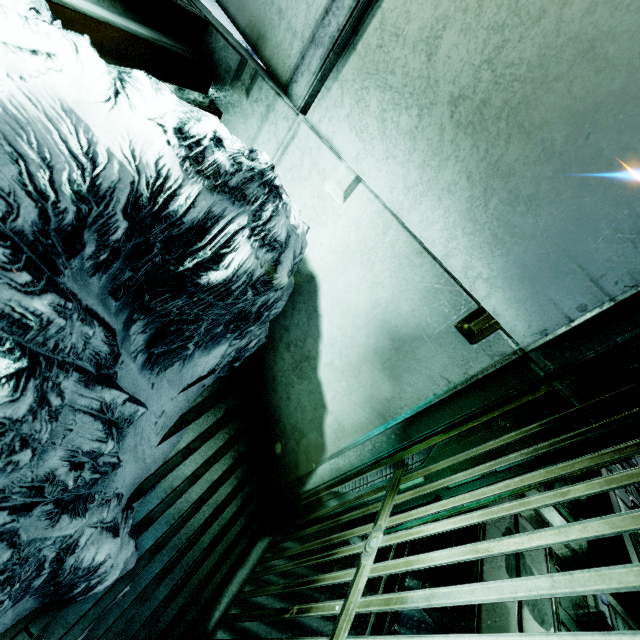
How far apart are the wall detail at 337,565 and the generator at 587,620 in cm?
399

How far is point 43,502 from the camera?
0.9m

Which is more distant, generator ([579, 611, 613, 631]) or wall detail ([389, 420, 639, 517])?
generator ([579, 611, 613, 631])

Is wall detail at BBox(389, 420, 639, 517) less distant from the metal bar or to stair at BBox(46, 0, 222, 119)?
the metal bar

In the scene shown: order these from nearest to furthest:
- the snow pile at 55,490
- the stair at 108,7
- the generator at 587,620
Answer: the snow pile at 55,490 < the stair at 108,7 < the generator at 587,620

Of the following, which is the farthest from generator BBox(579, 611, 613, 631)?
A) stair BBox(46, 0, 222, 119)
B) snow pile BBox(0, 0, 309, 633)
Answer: stair BBox(46, 0, 222, 119)

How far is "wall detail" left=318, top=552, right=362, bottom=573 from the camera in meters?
2.7 m

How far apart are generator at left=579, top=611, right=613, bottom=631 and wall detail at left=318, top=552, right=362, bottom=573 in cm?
399
